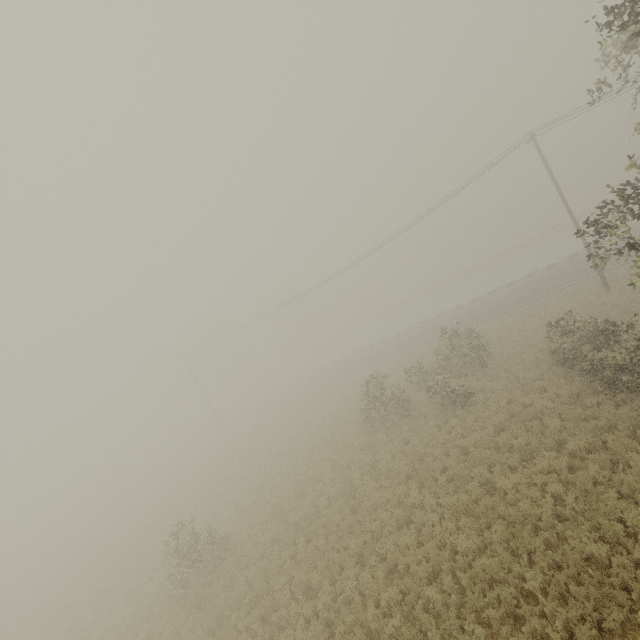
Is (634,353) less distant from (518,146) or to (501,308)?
(518,146)
